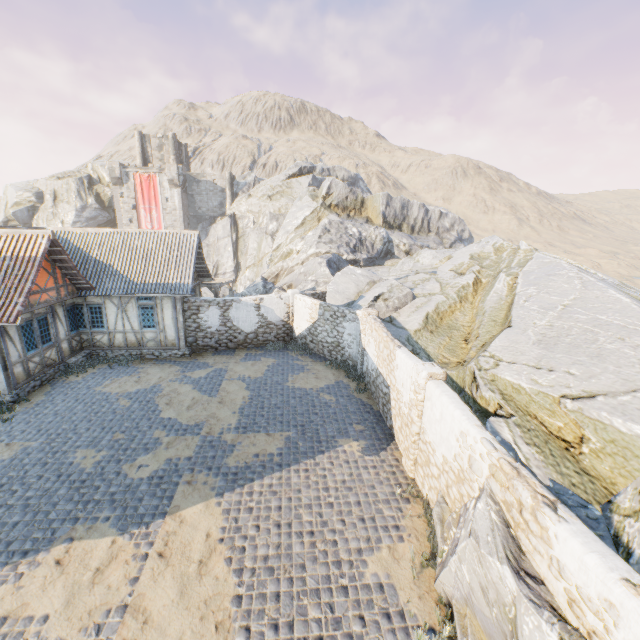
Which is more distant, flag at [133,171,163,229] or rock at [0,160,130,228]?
rock at [0,160,130,228]

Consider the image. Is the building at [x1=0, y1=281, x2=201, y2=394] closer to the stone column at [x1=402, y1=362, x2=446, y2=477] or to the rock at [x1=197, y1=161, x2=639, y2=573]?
the rock at [x1=197, y1=161, x2=639, y2=573]

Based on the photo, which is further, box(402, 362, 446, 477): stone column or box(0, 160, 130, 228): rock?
box(0, 160, 130, 228): rock

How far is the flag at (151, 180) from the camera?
44.0m

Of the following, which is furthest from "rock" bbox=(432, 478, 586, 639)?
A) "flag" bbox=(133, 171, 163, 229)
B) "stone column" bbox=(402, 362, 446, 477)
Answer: "flag" bbox=(133, 171, 163, 229)

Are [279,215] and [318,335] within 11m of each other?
no

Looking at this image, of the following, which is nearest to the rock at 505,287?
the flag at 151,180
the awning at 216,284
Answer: the awning at 216,284

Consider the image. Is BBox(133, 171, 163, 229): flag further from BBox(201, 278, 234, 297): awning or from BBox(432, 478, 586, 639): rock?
BBox(201, 278, 234, 297): awning
